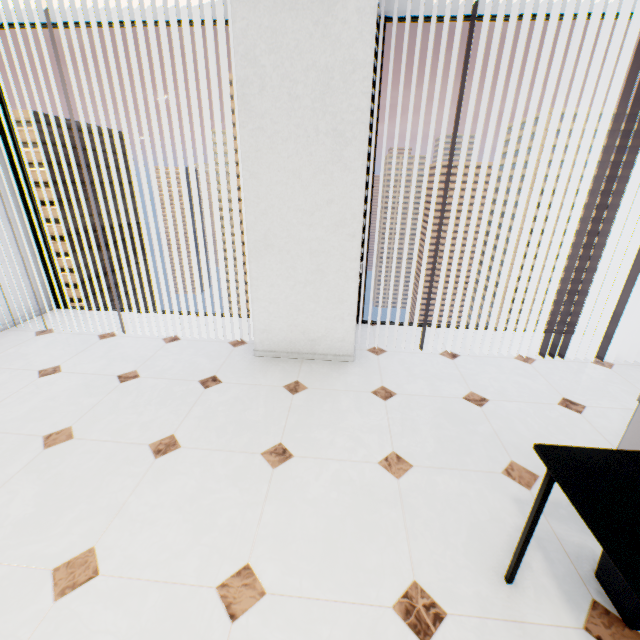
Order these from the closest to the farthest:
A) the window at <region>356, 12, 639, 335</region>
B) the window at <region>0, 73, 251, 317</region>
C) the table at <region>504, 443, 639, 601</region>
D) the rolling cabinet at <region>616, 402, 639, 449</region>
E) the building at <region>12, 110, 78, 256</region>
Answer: the table at <region>504, 443, 639, 601</region> < the rolling cabinet at <region>616, 402, 639, 449</region> < the window at <region>356, 12, 639, 335</region> < the window at <region>0, 73, 251, 317</region> < the building at <region>12, 110, 78, 256</region>

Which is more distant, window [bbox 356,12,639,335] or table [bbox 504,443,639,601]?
window [bbox 356,12,639,335]

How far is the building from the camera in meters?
52.4 m

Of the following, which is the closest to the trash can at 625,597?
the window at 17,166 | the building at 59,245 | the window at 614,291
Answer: the window at 614,291

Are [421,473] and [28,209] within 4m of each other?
no

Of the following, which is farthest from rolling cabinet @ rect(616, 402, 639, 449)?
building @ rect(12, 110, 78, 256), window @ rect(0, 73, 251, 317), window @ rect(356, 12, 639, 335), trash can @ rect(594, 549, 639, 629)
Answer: building @ rect(12, 110, 78, 256)

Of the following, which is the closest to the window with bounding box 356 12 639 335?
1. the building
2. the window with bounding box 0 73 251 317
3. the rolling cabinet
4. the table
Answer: the window with bounding box 0 73 251 317

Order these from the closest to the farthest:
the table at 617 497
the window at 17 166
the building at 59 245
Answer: Answer:
the table at 617 497
the window at 17 166
the building at 59 245
